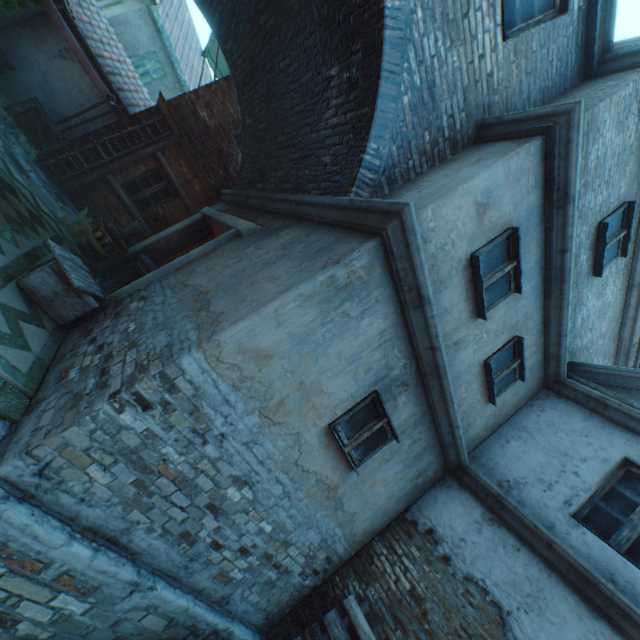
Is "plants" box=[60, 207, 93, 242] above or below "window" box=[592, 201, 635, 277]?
below

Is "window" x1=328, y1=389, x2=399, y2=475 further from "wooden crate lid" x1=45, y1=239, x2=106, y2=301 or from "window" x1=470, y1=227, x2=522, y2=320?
"wooden crate lid" x1=45, y1=239, x2=106, y2=301

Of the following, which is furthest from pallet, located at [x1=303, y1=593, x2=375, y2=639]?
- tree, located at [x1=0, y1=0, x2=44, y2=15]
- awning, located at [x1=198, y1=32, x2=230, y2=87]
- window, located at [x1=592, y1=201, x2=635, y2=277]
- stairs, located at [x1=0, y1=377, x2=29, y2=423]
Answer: awning, located at [x1=198, y1=32, x2=230, y2=87]

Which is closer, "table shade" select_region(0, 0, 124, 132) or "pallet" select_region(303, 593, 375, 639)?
"pallet" select_region(303, 593, 375, 639)

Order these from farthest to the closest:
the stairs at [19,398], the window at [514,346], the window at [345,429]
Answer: the window at [514,346], the window at [345,429], the stairs at [19,398]

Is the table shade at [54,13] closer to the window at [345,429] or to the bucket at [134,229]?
the bucket at [134,229]

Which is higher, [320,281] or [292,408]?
[320,281]

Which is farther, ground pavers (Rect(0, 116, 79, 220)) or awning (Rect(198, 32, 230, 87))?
awning (Rect(198, 32, 230, 87))
